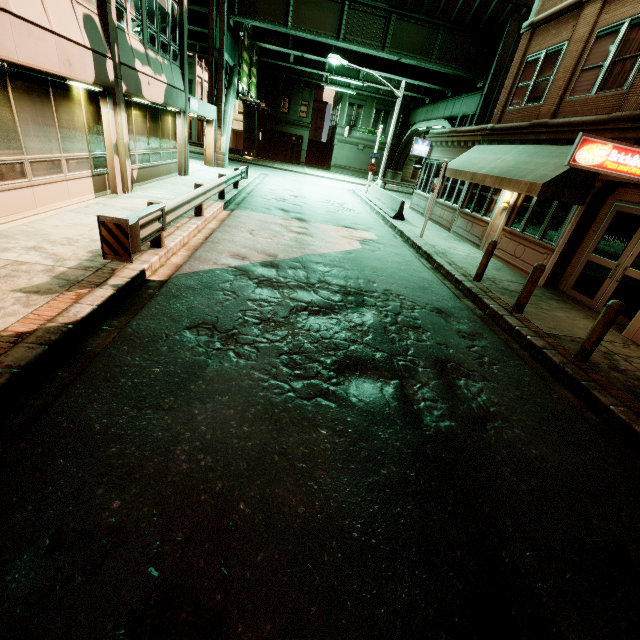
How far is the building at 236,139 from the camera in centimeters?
5088cm

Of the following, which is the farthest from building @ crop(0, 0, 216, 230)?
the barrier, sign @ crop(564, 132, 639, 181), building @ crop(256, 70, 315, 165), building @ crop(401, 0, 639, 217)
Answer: building @ crop(256, 70, 315, 165)

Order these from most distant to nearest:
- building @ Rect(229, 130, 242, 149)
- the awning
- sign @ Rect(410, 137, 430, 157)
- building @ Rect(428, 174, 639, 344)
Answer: building @ Rect(229, 130, 242, 149), sign @ Rect(410, 137, 430, 157), the awning, building @ Rect(428, 174, 639, 344)

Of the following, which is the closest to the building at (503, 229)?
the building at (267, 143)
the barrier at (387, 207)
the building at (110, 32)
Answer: the barrier at (387, 207)

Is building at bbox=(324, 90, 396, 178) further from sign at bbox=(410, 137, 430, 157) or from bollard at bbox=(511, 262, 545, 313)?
bollard at bbox=(511, 262, 545, 313)

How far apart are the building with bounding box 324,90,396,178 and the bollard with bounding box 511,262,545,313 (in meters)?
40.76

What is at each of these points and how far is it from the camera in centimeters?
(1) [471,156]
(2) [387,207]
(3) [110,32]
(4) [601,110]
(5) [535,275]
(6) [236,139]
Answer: (1) awning, 1380cm
(2) barrier, 1850cm
(3) building, 926cm
(4) building, 912cm
(5) bollard, 735cm
(6) building, 5141cm

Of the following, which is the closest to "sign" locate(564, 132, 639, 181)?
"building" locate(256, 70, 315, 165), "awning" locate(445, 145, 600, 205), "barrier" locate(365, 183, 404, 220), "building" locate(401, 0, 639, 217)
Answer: "building" locate(401, 0, 639, 217)
